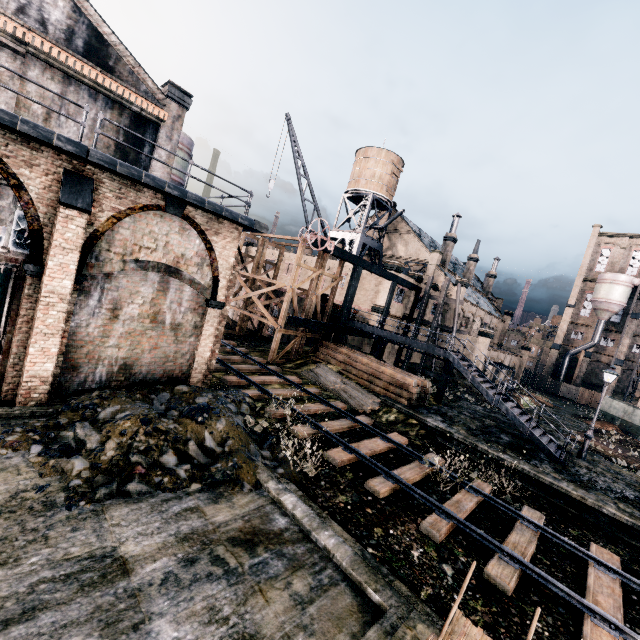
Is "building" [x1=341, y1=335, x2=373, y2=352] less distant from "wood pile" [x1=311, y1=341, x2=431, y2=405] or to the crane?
"wood pile" [x1=311, y1=341, x2=431, y2=405]

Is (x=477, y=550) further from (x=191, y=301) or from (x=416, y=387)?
(x=191, y=301)

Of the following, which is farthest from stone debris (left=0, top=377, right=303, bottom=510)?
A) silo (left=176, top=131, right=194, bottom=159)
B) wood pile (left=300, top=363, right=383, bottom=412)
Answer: silo (left=176, top=131, right=194, bottom=159)

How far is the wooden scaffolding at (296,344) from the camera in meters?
24.1

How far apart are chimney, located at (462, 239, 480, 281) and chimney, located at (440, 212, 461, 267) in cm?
945

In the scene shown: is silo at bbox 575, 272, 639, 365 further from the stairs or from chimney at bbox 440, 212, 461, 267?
the stairs

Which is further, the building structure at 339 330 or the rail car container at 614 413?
the rail car container at 614 413

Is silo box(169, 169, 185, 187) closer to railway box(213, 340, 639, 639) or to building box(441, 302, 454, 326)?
building box(441, 302, 454, 326)
